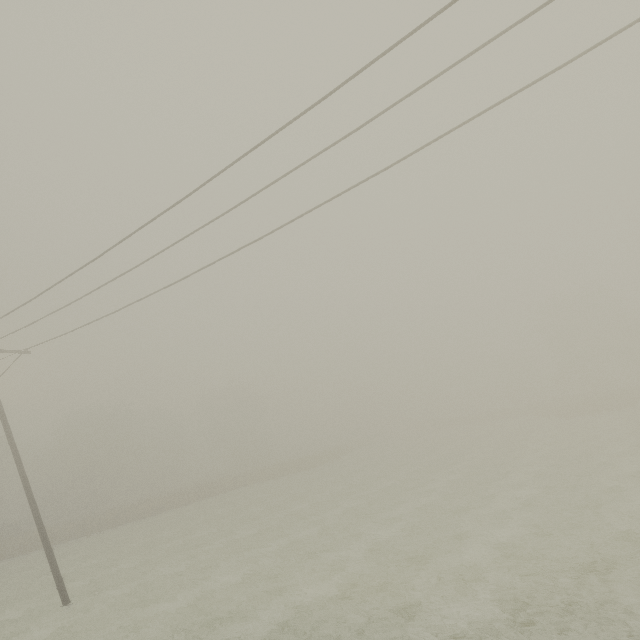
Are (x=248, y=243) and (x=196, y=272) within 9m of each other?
yes
